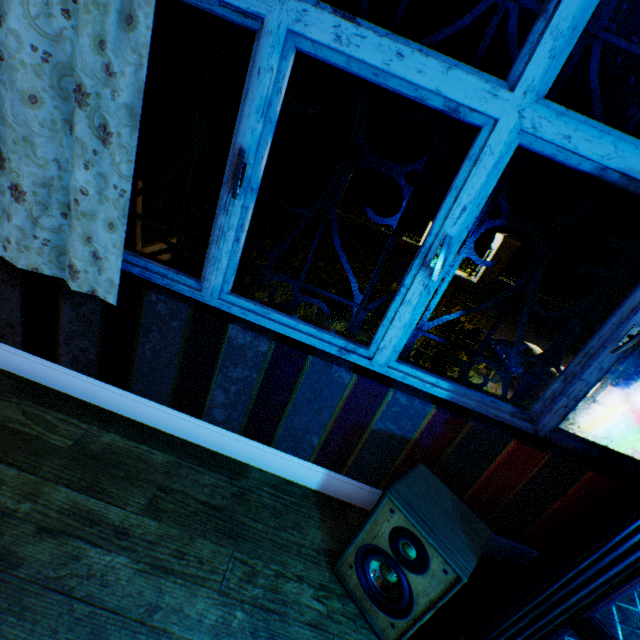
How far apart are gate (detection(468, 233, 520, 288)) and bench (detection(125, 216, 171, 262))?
14.17m

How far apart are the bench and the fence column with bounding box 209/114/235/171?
11.73m

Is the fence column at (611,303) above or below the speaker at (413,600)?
above

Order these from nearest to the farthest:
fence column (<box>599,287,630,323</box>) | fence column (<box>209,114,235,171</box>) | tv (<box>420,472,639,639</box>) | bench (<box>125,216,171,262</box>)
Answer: tv (<box>420,472,639,639</box>)
bench (<box>125,216,171,262</box>)
fence column (<box>209,114,235,171</box>)
fence column (<box>599,287,630,323</box>)

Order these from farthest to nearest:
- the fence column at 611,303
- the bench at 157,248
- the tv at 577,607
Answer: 1. the fence column at 611,303
2. the bench at 157,248
3. the tv at 577,607

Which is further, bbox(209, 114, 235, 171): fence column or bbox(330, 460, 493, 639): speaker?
bbox(209, 114, 235, 171): fence column

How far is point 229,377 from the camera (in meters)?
1.57

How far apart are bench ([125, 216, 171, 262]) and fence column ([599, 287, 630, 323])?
18.06m
